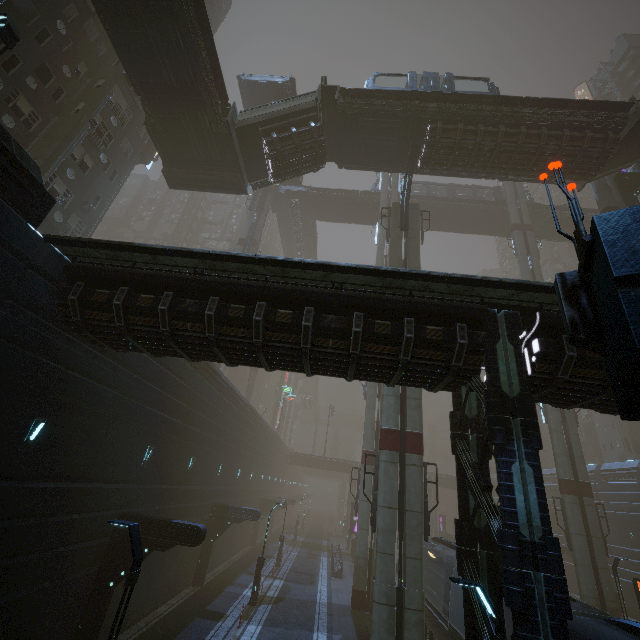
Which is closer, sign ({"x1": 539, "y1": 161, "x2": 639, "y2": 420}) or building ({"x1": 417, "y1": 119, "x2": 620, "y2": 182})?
sign ({"x1": 539, "y1": 161, "x2": 639, "y2": 420})

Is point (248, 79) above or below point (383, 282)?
above

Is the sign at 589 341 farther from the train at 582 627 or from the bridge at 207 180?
the bridge at 207 180

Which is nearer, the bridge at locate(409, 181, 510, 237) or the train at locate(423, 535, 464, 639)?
the train at locate(423, 535, 464, 639)

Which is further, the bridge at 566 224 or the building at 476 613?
the bridge at 566 224

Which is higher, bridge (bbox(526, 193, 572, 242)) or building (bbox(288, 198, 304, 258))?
bridge (bbox(526, 193, 572, 242))

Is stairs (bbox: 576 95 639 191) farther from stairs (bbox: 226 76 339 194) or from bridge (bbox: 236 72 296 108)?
bridge (bbox: 236 72 296 108)

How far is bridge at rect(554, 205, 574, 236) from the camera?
40.2 meters
